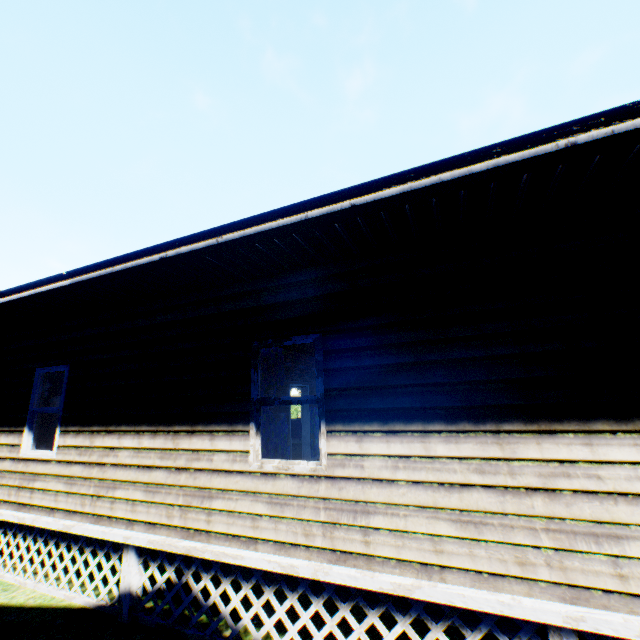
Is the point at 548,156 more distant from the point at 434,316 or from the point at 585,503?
the point at 585,503
